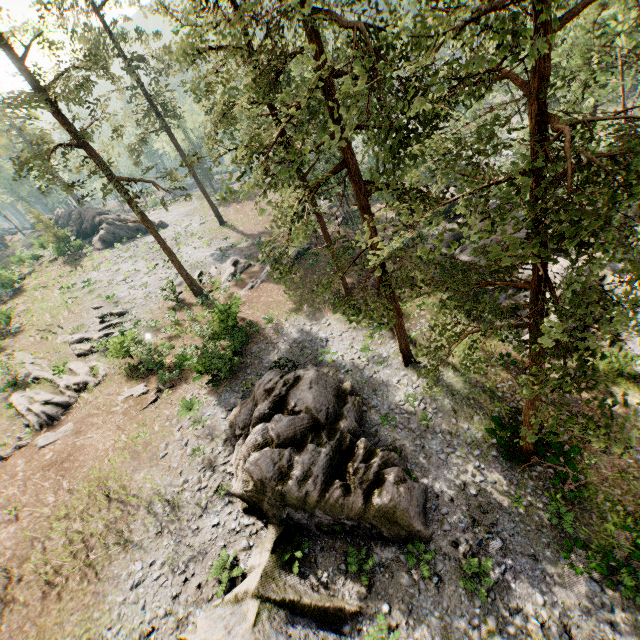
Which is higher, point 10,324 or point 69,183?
point 69,183

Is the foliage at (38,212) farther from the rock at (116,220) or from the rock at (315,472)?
the rock at (315,472)

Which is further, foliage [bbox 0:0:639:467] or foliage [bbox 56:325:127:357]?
foliage [bbox 56:325:127:357]

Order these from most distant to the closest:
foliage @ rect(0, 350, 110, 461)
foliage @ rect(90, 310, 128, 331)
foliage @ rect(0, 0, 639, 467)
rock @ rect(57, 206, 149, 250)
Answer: rock @ rect(57, 206, 149, 250) → foliage @ rect(90, 310, 128, 331) → foliage @ rect(0, 350, 110, 461) → foliage @ rect(0, 0, 639, 467)

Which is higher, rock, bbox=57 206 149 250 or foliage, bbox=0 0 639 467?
foliage, bbox=0 0 639 467

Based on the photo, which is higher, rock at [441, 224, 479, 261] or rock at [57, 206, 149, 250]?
rock at [57, 206, 149, 250]

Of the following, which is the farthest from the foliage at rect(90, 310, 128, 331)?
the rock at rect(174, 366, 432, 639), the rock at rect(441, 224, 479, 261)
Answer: the rock at rect(174, 366, 432, 639)

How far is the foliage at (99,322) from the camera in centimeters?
2761cm
